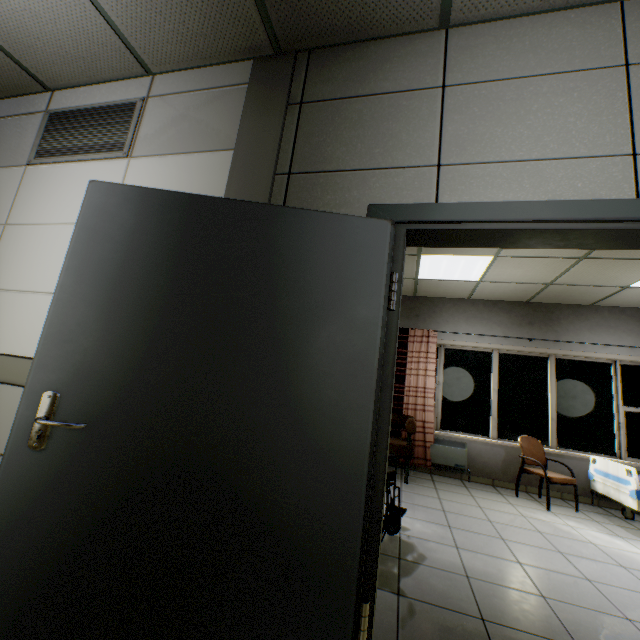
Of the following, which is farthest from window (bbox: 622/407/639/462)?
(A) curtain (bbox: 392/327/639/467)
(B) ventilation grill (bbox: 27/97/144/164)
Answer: (B) ventilation grill (bbox: 27/97/144/164)

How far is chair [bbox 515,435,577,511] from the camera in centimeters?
451cm

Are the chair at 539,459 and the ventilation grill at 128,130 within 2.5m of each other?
no

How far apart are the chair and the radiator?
0.74m

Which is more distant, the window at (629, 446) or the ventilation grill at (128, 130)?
the window at (629, 446)

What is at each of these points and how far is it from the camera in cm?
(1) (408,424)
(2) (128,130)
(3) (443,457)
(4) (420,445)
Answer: (1) sofa, 495
(2) ventilation grill, 227
(3) radiator, 562
(4) curtain, 575

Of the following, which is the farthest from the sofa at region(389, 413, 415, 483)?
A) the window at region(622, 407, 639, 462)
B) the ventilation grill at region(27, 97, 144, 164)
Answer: the ventilation grill at region(27, 97, 144, 164)

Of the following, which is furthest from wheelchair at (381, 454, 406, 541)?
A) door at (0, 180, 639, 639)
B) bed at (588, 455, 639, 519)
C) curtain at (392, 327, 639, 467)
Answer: bed at (588, 455, 639, 519)
